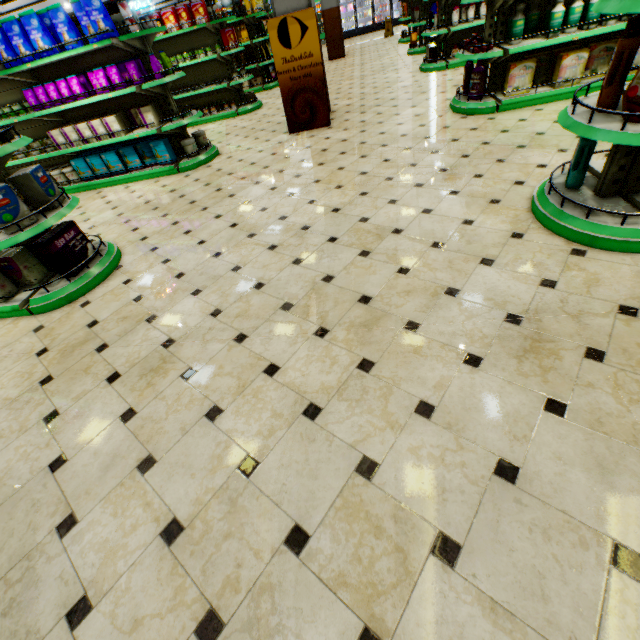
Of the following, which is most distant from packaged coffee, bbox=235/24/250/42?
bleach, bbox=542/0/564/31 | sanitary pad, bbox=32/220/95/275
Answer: sanitary pad, bbox=32/220/95/275

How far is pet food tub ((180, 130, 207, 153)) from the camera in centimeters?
581cm

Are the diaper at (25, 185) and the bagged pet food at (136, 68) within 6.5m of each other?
yes

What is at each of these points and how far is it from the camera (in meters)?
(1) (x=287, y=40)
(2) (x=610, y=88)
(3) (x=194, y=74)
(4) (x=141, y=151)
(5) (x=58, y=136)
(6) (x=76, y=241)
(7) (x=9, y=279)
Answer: (1) sign, 5.53
(2) fabric softener, 2.12
(3) shelf, 8.66
(4) boxed pet food, 5.89
(5) boxed pet food, 5.70
(6) sanitary pad, 3.43
(7) diaper, 3.32

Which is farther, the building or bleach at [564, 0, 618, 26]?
bleach at [564, 0, 618, 26]

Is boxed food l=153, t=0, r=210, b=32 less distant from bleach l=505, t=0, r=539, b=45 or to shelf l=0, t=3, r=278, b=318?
shelf l=0, t=3, r=278, b=318

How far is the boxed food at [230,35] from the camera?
7.77m

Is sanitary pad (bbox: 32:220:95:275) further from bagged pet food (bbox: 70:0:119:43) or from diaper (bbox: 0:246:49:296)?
bagged pet food (bbox: 70:0:119:43)
